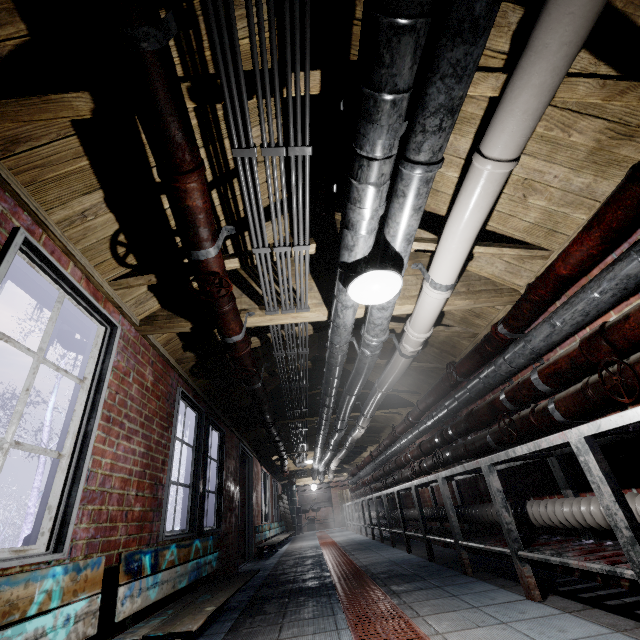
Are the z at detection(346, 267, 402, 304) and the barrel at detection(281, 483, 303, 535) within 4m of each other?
no

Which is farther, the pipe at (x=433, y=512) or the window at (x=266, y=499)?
the window at (x=266, y=499)

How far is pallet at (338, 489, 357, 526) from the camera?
14.8 meters

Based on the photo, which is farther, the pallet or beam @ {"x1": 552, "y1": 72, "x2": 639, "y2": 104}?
the pallet

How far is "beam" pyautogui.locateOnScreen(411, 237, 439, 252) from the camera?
2.33m

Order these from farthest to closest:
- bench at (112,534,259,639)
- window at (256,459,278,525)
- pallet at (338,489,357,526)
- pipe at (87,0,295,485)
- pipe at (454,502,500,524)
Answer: pallet at (338,489,357,526) < window at (256,459,278,525) < pipe at (454,502,500,524) < bench at (112,534,259,639) < pipe at (87,0,295,485)

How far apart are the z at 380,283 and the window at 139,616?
1.55m

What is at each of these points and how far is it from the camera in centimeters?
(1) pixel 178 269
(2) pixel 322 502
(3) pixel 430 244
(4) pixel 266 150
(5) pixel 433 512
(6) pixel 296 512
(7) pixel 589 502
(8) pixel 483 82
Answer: (1) beam, 214cm
(2) sink, 1580cm
(3) beam, 234cm
(4) wire, 140cm
(5) pipe, 461cm
(6) barrel, 1395cm
(7) pipe, 210cm
(8) beam, 147cm
